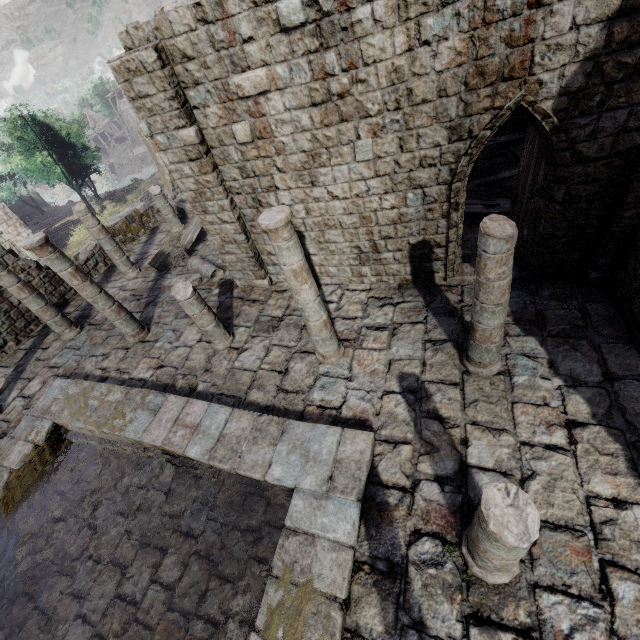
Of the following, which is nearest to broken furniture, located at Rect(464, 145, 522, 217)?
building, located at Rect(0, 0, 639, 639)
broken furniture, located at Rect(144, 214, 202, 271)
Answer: building, located at Rect(0, 0, 639, 639)

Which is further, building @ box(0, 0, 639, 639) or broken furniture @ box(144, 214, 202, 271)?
broken furniture @ box(144, 214, 202, 271)

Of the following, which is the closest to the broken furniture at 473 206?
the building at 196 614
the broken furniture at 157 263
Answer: the building at 196 614

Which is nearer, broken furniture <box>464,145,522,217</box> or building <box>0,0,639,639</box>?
building <box>0,0,639,639</box>

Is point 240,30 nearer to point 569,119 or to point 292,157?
point 292,157

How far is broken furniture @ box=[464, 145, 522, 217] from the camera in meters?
10.1
